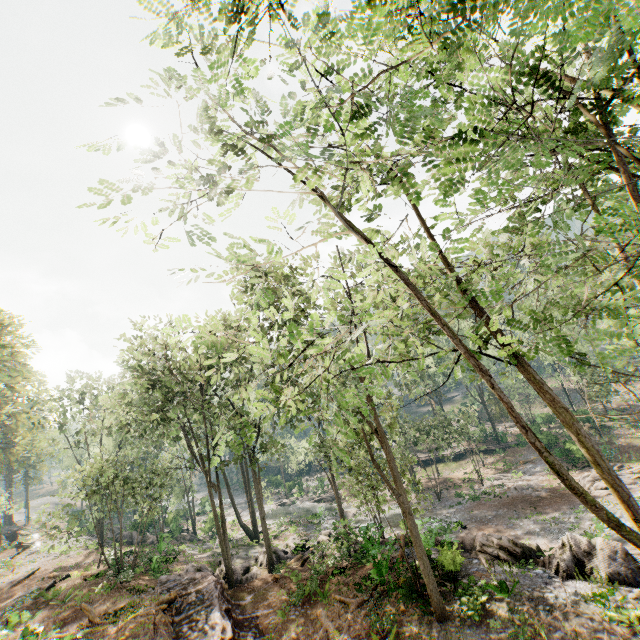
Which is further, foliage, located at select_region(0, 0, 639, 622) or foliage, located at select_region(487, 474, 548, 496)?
foliage, located at select_region(487, 474, 548, 496)

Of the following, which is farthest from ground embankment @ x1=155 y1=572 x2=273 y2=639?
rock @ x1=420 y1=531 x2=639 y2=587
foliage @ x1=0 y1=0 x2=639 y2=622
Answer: rock @ x1=420 y1=531 x2=639 y2=587

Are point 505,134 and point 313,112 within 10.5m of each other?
yes

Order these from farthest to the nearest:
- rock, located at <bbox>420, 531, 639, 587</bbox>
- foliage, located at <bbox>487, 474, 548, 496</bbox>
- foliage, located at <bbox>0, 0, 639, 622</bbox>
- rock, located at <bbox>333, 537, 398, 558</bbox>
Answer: foliage, located at <bbox>487, 474, 548, 496</bbox>
rock, located at <bbox>333, 537, 398, 558</bbox>
rock, located at <bbox>420, 531, 639, 587</bbox>
foliage, located at <bbox>0, 0, 639, 622</bbox>

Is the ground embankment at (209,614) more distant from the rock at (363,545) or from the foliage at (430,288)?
the rock at (363,545)

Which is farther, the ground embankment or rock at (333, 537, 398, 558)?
rock at (333, 537, 398, 558)

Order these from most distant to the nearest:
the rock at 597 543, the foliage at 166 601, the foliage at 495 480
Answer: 1. the foliage at 495 480
2. the rock at 597 543
3. the foliage at 166 601
